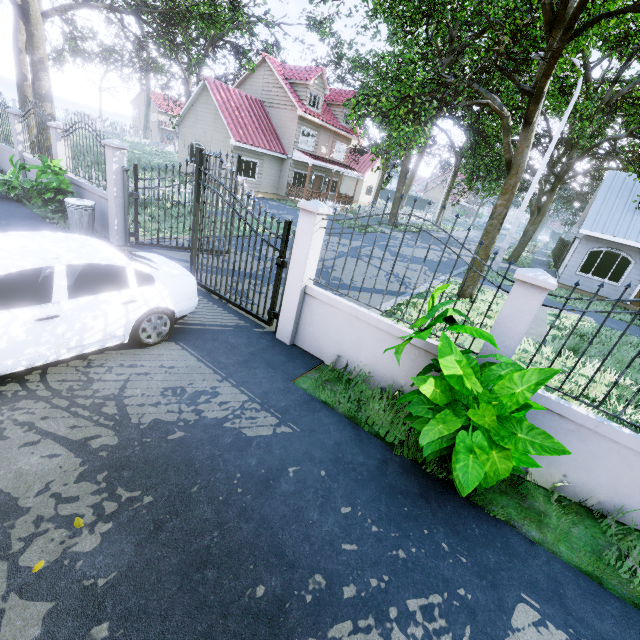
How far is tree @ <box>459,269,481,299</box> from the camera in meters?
11.2 m

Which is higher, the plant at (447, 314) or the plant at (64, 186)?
the plant at (447, 314)

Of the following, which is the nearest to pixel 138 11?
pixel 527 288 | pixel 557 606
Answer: pixel 527 288

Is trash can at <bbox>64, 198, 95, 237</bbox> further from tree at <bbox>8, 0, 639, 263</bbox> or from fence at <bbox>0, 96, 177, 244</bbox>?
fence at <bbox>0, 96, 177, 244</bbox>

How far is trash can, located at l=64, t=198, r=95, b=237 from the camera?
8.2m

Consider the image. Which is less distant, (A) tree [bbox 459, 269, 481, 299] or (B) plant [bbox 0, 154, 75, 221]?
(B) plant [bbox 0, 154, 75, 221]

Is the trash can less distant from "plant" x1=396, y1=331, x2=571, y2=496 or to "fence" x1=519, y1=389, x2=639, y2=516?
"fence" x1=519, y1=389, x2=639, y2=516

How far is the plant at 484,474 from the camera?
2.54m
